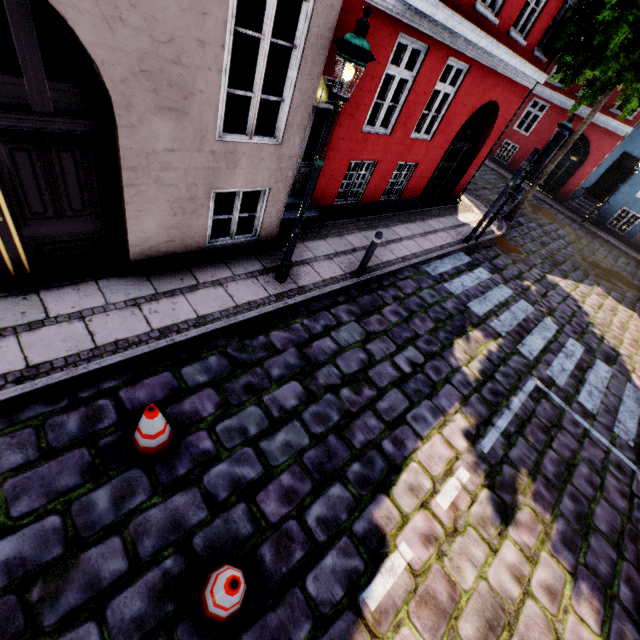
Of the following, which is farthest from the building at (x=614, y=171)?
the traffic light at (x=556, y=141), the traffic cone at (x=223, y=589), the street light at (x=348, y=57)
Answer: the traffic cone at (x=223, y=589)

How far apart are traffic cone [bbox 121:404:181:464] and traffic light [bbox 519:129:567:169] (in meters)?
10.14

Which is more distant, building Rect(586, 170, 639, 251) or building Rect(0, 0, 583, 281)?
building Rect(586, 170, 639, 251)

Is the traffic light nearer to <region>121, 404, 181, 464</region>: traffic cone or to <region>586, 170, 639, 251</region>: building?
<region>586, 170, 639, 251</region>: building

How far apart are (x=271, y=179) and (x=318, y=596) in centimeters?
568cm

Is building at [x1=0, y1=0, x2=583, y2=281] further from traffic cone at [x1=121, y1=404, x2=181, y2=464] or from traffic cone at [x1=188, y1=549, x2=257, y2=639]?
traffic cone at [x1=188, y1=549, x2=257, y2=639]

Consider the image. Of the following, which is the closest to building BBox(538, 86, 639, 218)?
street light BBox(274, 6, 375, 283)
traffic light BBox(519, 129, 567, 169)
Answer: street light BBox(274, 6, 375, 283)
